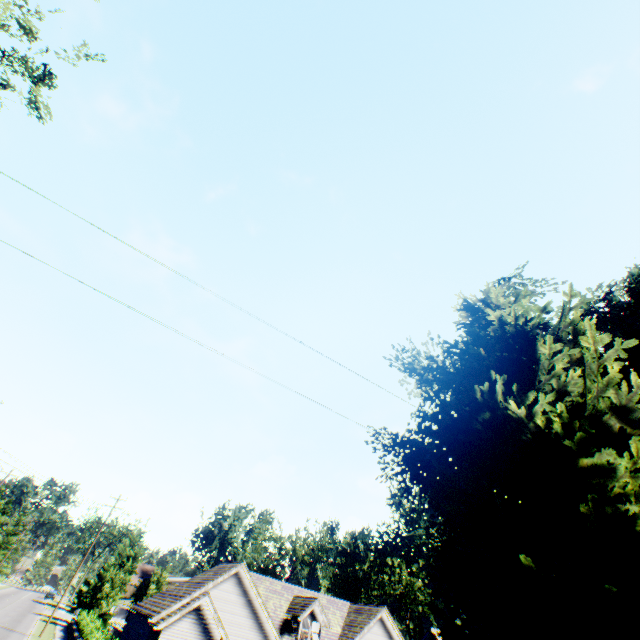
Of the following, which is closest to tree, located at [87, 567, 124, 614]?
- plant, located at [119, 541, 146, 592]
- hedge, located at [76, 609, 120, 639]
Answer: plant, located at [119, 541, 146, 592]

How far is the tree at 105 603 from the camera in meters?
40.2

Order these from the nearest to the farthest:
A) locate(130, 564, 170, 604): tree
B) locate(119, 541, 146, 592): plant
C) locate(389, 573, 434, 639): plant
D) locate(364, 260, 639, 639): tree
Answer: locate(364, 260, 639, 639): tree
locate(130, 564, 170, 604): tree
locate(119, 541, 146, 592): plant
locate(389, 573, 434, 639): plant

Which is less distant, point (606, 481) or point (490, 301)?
point (606, 481)

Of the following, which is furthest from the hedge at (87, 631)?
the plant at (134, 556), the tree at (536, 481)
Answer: the plant at (134, 556)

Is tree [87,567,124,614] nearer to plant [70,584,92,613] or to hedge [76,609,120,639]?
plant [70,584,92,613]

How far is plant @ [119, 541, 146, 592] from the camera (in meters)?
46.59
